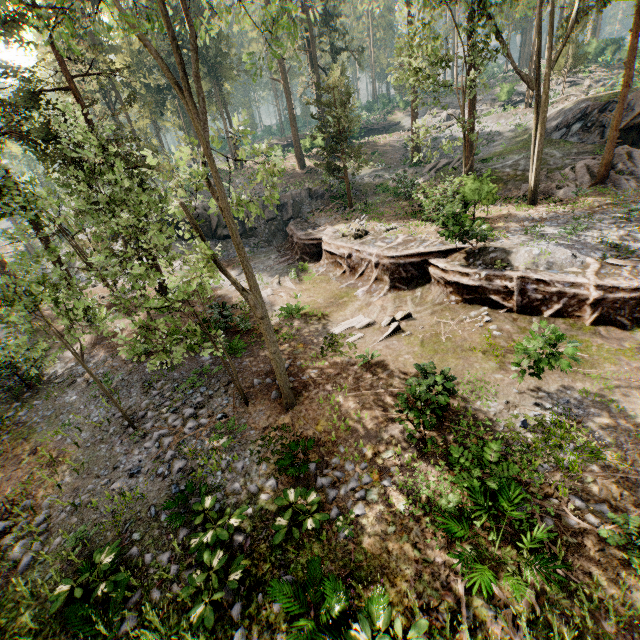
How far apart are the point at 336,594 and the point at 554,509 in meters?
4.7 m

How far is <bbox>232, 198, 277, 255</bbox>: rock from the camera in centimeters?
2918cm

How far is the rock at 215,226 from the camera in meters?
28.6

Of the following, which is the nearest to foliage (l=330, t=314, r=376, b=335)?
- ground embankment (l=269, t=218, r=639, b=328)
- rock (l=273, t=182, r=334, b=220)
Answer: ground embankment (l=269, t=218, r=639, b=328)

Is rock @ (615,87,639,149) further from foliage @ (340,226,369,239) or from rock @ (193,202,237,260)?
rock @ (193,202,237,260)

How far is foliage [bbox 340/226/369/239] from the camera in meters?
19.6

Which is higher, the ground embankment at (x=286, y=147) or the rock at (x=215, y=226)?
the ground embankment at (x=286, y=147)
